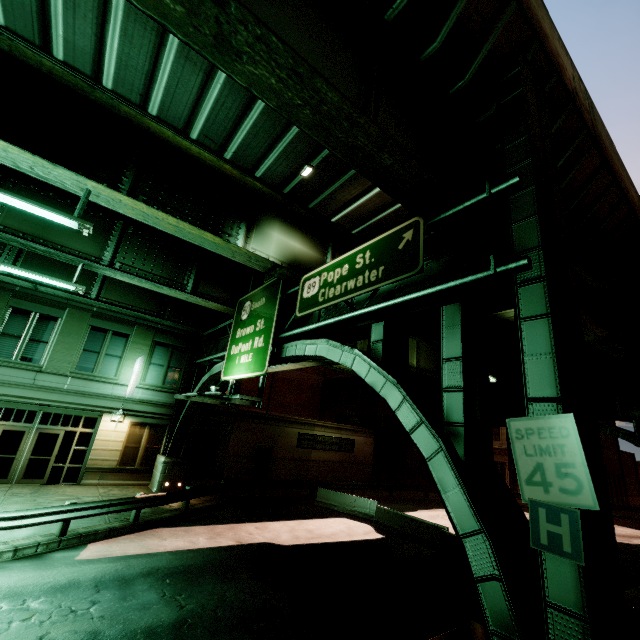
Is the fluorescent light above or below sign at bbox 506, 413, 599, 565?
above

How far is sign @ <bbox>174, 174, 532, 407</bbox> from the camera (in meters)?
5.92

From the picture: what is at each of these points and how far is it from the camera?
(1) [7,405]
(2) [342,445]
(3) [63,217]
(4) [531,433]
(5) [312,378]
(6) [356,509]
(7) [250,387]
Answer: (1) building, 15.9m
(2) sign, 27.5m
(3) fluorescent light, 7.4m
(4) sign, 4.5m
(5) building, 38.3m
(6) barrier, 18.5m
(7) building, 33.3m

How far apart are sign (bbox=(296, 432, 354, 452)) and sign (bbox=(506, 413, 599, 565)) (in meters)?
22.06

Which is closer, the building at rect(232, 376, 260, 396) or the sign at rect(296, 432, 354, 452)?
the building at rect(232, 376, 260, 396)

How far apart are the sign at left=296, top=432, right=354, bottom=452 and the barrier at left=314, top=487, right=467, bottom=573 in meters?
9.1 m

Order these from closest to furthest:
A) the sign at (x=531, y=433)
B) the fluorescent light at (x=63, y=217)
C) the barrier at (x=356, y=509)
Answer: the sign at (x=531, y=433) < the fluorescent light at (x=63, y=217) < the barrier at (x=356, y=509)

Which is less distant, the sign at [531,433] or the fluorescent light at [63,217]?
the sign at [531,433]
